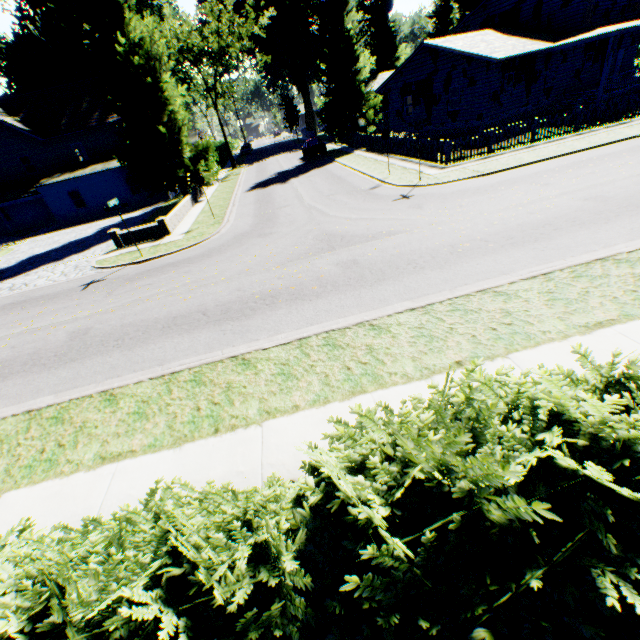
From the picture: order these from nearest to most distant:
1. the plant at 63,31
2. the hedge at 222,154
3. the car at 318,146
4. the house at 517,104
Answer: the plant at 63,31 < the house at 517,104 < the car at 318,146 < the hedge at 222,154

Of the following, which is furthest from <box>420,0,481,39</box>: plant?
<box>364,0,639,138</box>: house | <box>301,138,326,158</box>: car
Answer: <box>301,138,326,158</box>: car

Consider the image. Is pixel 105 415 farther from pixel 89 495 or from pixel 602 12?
pixel 602 12

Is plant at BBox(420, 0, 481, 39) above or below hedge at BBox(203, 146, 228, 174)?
above

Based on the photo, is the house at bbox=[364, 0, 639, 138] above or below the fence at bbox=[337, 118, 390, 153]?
above

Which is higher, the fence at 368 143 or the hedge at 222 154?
the hedge at 222 154

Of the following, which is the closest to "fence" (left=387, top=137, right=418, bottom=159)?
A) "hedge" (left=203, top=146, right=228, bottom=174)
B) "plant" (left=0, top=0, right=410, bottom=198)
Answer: "plant" (left=0, top=0, right=410, bottom=198)

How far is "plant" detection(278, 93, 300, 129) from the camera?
57.0 meters
